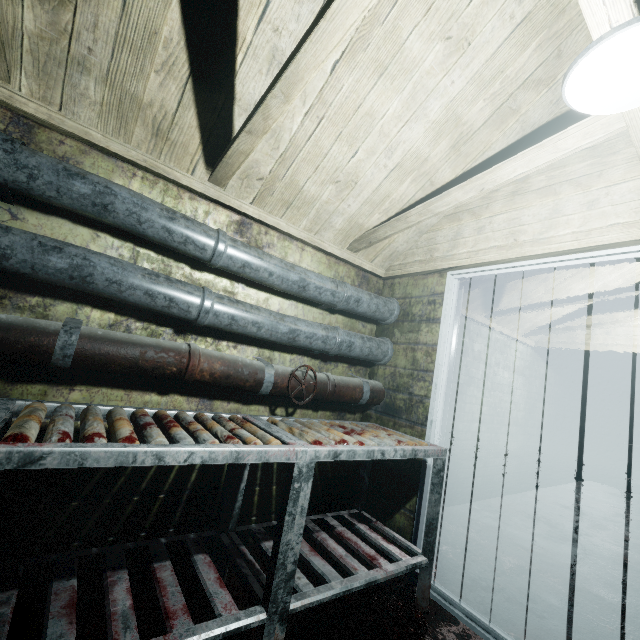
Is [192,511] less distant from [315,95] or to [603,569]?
[315,95]

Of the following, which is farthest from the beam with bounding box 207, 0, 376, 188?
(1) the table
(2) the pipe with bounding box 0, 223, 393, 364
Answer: (1) the table

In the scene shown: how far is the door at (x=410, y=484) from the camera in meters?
2.1

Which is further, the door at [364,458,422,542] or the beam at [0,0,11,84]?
the door at [364,458,422,542]

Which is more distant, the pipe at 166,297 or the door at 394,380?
the door at 394,380

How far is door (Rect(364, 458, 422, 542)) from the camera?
2.1 meters

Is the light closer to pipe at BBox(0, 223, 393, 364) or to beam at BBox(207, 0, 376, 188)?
beam at BBox(207, 0, 376, 188)

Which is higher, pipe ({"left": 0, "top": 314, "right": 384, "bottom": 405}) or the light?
the light
